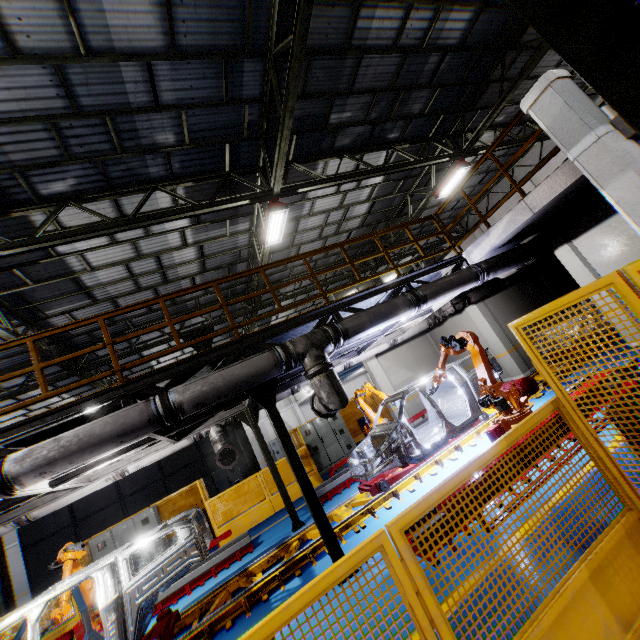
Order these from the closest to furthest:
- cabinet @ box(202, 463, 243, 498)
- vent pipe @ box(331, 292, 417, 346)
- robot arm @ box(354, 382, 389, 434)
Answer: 1. vent pipe @ box(331, 292, 417, 346)
2. robot arm @ box(354, 382, 389, 434)
3. cabinet @ box(202, 463, 243, 498)

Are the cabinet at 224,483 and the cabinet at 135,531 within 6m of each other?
yes

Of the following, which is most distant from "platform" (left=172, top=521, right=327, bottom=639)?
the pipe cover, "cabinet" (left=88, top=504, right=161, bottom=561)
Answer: "cabinet" (left=88, top=504, right=161, bottom=561)

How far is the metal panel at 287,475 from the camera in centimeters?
1187cm

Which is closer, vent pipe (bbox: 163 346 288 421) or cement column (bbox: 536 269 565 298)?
vent pipe (bbox: 163 346 288 421)

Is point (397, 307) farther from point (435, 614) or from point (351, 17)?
point (351, 17)

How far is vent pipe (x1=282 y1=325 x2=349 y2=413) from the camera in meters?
5.4 m

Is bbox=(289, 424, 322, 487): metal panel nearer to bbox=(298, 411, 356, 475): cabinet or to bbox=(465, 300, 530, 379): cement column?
bbox=(298, 411, 356, 475): cabinet
